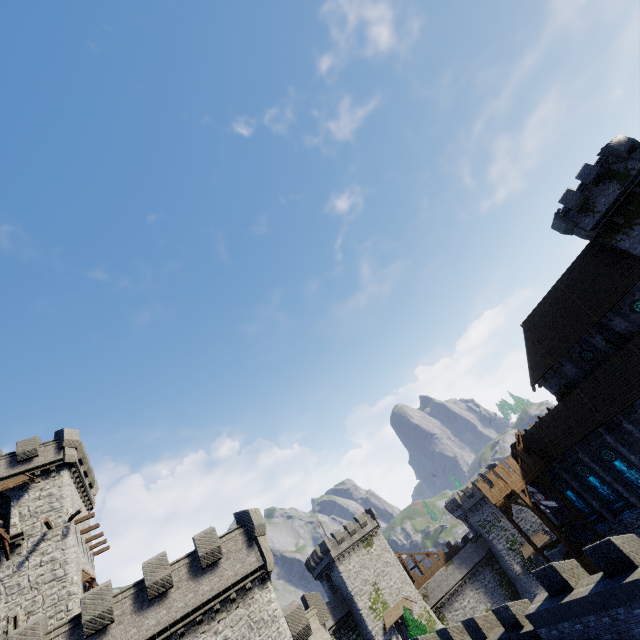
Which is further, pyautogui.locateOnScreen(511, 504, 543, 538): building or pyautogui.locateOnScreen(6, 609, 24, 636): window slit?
pyautogui.locateOnScreen(511, 504, 543, 538): building

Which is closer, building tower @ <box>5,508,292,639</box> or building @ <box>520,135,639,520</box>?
building tower @ <box>5,508,292,639</box>

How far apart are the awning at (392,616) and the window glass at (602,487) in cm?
3376

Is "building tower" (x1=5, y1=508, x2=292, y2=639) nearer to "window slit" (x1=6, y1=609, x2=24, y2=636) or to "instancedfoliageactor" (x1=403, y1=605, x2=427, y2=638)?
"window slit" (x1=6, y1=609, x2=24, y2=636)

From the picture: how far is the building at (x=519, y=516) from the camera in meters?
54.7 m

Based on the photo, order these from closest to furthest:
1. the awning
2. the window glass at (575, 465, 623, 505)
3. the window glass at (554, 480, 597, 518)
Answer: the window glass at (575, 465, 623, 505) < the window glass at (554, 480, 597, 518) < the awning

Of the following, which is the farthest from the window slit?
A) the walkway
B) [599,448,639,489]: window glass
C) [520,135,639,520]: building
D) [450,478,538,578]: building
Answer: [450,478,538,578]: building

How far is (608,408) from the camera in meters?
27.5
